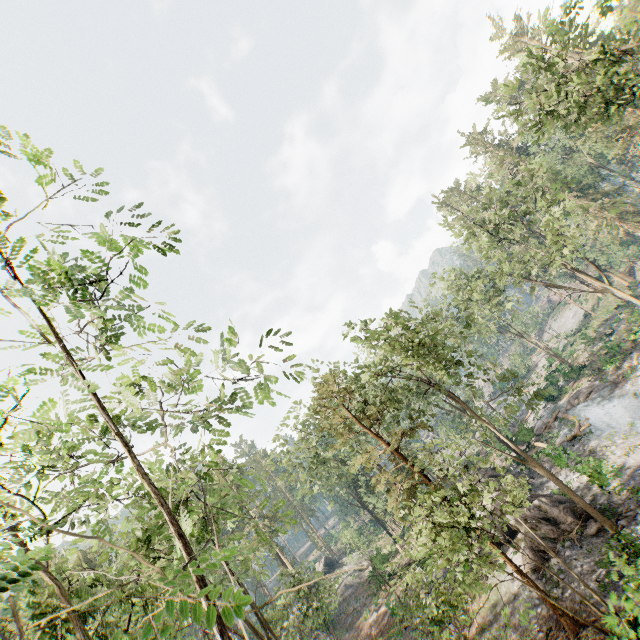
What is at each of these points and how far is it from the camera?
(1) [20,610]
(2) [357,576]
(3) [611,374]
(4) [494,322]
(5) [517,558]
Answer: (1) foliage, 16.2 meters
(2) rock, 41.9 meters
(3) foliage, 30.5 meters
(4) foliage, 37.5 meters
(5) rock, 18.6 meters

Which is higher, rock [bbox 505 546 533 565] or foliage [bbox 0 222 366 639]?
foliage [bbox 0 222 366 639]

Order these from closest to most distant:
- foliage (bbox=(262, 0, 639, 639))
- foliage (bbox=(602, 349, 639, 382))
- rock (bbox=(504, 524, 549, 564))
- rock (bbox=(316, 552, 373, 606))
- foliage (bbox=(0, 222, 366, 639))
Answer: foliage (bbox=(0, 222, 366, 639))
foliage (bbox=(262, 0, 639, 639))
rock (bbox=(504, 524, 549, 564))
foliage (bbox=(602, 349, 639, 382))
rock (bbox=(316, 552, 373, 606))

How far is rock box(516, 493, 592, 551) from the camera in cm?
1800

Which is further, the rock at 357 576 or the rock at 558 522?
the rock at 357 576

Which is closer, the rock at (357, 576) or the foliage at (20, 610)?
the foliage at (20, 610)

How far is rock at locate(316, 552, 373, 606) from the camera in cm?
3966

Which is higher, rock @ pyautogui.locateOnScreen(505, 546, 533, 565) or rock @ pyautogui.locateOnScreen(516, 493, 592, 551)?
rock @ pyautogui.locateOnScreen(505, 546, 533, 565)
